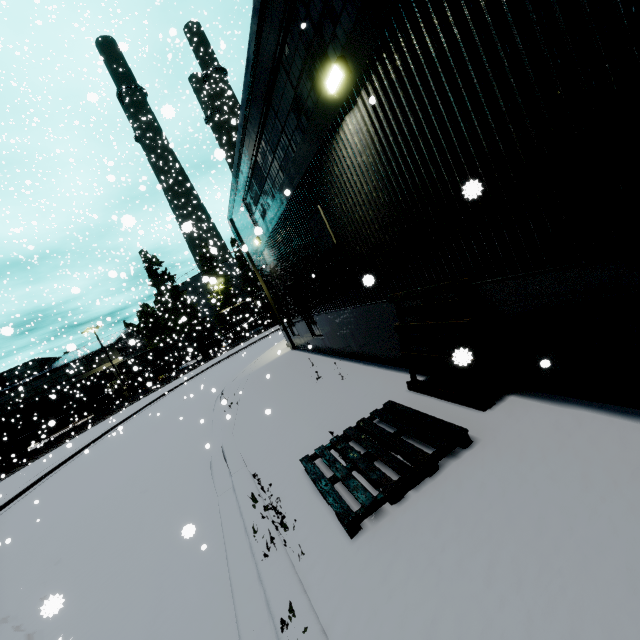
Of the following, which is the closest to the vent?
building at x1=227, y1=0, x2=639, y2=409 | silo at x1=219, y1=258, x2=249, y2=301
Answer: building at x1=227, y1=0, x2=639, y2=409

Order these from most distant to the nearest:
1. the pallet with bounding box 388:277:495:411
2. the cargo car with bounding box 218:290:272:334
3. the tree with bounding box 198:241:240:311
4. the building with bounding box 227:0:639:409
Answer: the cargo car with bounding box 218:290:272:334
the tree with bounding box 198:241:240:311
the pallet with bounding box 388:277:495:411
the building with bounding box 227:0:639:409

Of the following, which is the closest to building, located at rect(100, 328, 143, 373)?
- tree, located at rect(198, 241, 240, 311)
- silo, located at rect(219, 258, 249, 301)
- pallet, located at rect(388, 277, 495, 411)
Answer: pallet, located at rect(388, 277, 495, 411)

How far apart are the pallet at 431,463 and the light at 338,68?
3.5 meters

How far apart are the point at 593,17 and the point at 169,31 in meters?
7.0 m

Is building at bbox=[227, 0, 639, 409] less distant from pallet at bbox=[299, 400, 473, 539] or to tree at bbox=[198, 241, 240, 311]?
pallet at bbox=[299, 400, 473, 539]

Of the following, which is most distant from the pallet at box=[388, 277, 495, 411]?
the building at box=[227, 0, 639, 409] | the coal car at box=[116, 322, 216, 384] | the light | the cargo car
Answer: the cargo car

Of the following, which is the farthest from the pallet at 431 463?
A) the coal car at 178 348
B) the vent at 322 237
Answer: the coal car at 178 348
